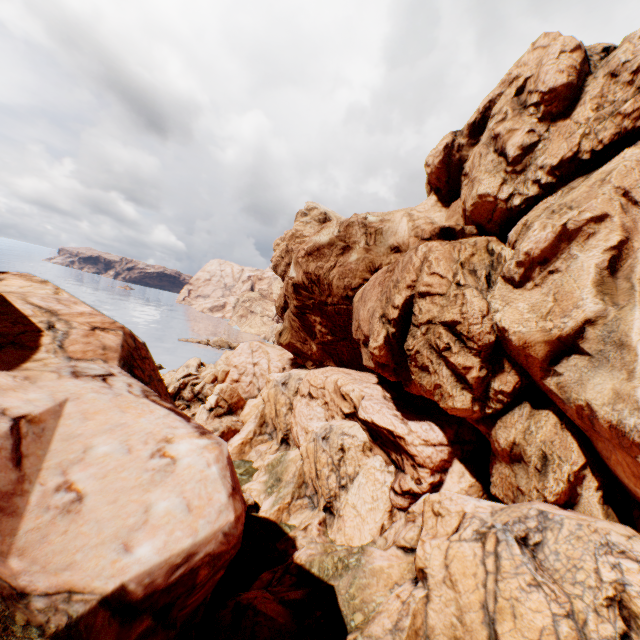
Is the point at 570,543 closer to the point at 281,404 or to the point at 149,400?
the point at 149,400
